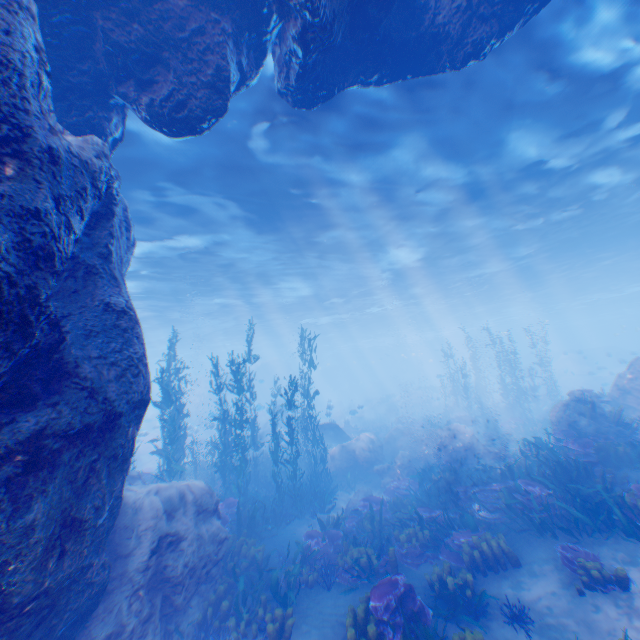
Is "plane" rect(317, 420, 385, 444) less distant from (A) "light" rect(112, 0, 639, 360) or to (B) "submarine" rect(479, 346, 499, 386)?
(B) "submarine" rect(479, 346, 499, 386)

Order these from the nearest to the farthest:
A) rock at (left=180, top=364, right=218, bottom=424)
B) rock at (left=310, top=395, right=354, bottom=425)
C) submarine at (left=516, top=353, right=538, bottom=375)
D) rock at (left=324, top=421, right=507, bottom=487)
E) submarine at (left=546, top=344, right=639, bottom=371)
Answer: rock at (left=324, top=421, right=507, bottom=487) → rock at (left=310, top=395, right=354, bottom=425) → submarine at (left=546, top=344, right=639, bottom=371) → rock at (left=180, top=364, right=218, bottom=424) → submarine at (left=516, top=353, right=538, bottom=375)

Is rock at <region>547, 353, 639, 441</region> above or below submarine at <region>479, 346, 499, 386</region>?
below

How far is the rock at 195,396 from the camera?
35.2 meters

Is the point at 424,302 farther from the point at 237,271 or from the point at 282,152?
the point at 282,152

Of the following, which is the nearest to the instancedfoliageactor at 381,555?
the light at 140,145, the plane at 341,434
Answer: the plane at 341,434

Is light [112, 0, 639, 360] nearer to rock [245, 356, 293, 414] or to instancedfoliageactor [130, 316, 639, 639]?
rock [245, 356, 293, 414]

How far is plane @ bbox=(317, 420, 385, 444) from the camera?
20.6 meters
